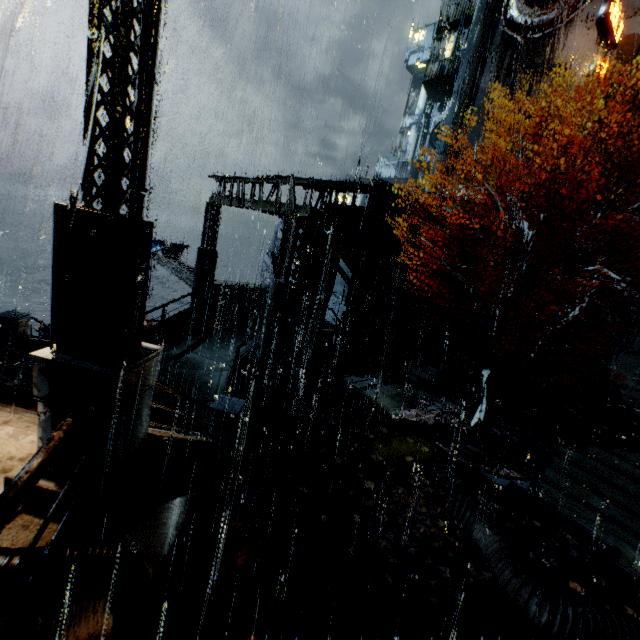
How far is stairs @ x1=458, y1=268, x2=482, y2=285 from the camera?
25.3 meters

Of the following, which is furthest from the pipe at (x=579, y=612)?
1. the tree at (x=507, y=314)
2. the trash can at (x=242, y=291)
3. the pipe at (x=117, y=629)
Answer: the trash can at (x=242, y=291)

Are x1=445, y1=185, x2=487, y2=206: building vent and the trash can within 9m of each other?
no

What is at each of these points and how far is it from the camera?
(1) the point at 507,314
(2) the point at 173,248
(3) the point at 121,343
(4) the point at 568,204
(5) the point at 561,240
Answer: (1) tree, 11.9m
(2) cloth, 30.1m
(3) street light, 3.4m
(4) building, 27.8m
(5) building, 28.1m

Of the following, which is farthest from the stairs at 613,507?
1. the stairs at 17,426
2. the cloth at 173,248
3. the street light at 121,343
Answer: the cloth at 173,248

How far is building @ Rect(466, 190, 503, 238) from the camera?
31.9 meters

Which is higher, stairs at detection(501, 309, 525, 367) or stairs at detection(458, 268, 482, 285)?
stairs at detection(458, 268, 482, 285)
